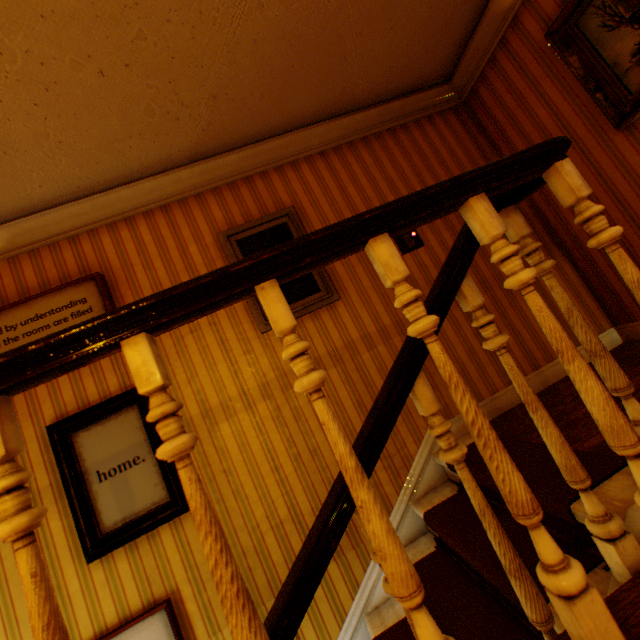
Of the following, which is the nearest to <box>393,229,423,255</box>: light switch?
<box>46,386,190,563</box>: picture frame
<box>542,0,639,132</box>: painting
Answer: <box>542,0,639,132</box>: painting

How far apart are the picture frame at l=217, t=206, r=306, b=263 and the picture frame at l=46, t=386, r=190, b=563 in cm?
96

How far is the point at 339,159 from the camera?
3.2m

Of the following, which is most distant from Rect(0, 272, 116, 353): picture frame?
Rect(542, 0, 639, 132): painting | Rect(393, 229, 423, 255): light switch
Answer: Rect(542, 0, 639, 132): painting

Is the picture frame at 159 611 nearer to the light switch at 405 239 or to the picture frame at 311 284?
the picture frame at 311 284

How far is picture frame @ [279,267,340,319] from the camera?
2.78m

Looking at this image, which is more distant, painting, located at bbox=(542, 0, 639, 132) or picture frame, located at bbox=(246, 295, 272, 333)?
picture frame, located at bbox=(246, 295, 272, 333)

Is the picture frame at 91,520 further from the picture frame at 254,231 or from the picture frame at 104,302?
the picture frame at 254,231
